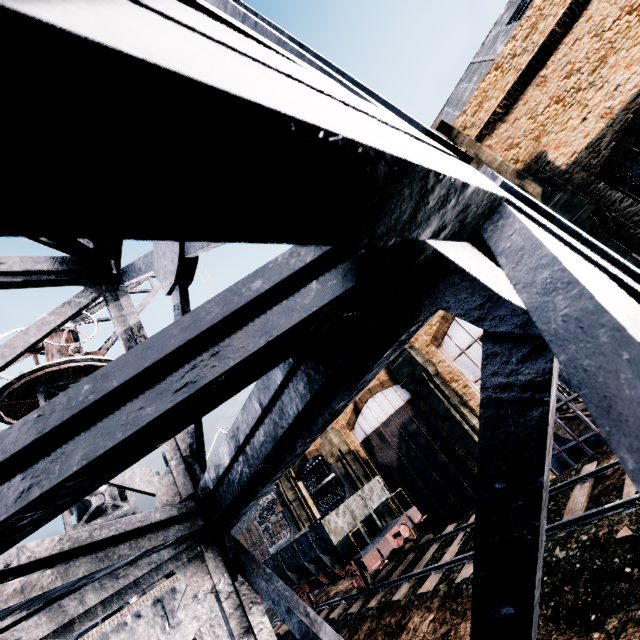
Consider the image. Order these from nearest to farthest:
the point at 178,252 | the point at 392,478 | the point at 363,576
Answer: the point at 178,252
the point at 363,576
the point at 392,478

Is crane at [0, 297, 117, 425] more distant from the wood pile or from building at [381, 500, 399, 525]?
the wood pile

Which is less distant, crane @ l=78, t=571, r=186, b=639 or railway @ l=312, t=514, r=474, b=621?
crane @ l=78, t=571, r=186, b=639

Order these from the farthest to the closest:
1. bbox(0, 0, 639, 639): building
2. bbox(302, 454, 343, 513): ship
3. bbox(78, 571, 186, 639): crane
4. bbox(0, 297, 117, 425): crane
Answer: bbox(302, 454, 343, 513): ship < bbox(0, 297, 117, 425): crane < bbox(78, 571, 186, 639): crane < bbox(0, 0, 639, 639): building

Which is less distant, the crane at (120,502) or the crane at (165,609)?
the crane at (165,609)

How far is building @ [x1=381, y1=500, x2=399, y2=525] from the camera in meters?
26.1

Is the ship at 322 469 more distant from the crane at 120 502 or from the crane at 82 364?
the crane at 120 502

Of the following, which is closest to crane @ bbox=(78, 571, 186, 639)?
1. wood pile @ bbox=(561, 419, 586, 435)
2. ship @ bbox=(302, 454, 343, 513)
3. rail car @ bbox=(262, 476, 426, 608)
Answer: rail car @ bbox=(262, 476, 426, 608)
